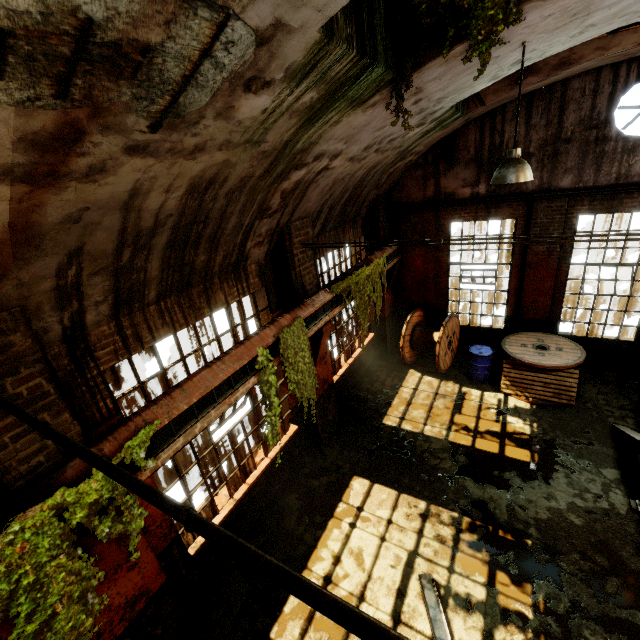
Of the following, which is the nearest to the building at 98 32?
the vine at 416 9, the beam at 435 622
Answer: the vine at 416 9

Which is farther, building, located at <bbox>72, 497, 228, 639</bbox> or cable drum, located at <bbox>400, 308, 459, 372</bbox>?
cable drum, located at <bbox>400, 308, 459, 372</bbox>

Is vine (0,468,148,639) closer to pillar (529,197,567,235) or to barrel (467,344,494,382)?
barrel (467,344,494,382)

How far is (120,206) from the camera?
2.84m

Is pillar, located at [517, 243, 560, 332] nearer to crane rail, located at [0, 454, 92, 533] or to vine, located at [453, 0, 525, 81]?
crane rail, located at [0, 454, 92, 533]

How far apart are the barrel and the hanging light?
5.71m

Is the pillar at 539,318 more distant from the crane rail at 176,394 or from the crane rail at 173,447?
the crane rail at 173,447

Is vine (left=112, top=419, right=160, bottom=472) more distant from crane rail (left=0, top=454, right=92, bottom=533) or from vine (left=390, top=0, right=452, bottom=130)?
vine (left=390, top=0, right=452, bottom=130)
